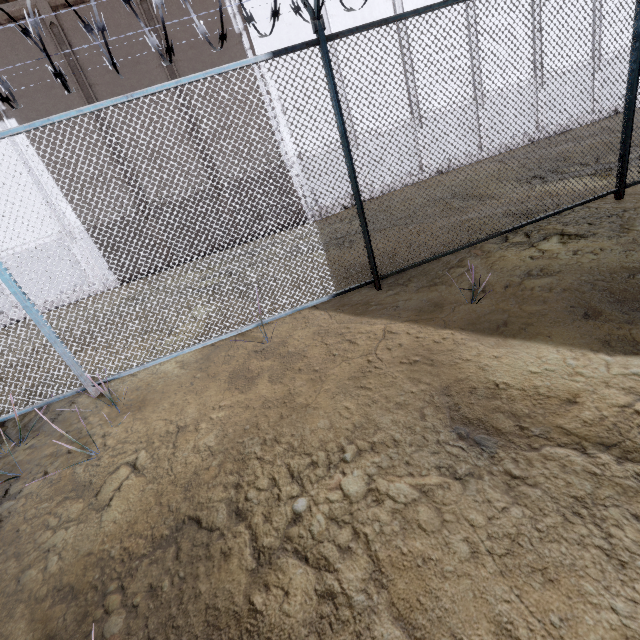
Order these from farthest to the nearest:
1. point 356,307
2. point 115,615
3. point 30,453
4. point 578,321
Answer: point 356,307, point 30,453, point 578,321, point 115,615
